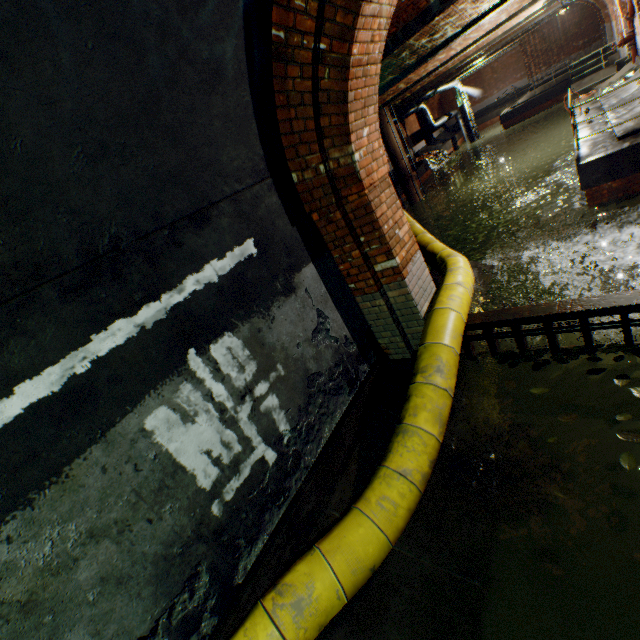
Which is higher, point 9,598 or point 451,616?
point 9,598

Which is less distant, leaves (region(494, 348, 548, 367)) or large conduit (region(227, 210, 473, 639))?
large conduit (region(227, 210, 473, 639))

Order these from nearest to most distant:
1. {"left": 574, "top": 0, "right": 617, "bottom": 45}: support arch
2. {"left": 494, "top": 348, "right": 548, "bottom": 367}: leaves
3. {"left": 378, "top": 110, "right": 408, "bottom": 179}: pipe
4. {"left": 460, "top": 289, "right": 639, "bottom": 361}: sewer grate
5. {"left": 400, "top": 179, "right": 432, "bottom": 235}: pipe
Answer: {"left": 460, "top": 289, "right": 639, "bottom": 361}: sewer grate
{"left": 494, "top": 348, "right": 548, "bottom": 367}: leaves
{"left": 574, "top": 0, "right": 617, "bottom": 45}: support arch
{"left": 378, "top": 110, "right": 408, "bottom": 179}: pipe
{"left": 400, "top": 179, "right": 432, "bottom": 235}: pipe

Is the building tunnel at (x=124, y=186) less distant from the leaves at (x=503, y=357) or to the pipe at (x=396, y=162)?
the leaves at (x=503, y=357)

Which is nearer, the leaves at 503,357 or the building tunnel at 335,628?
the building tunnel at 335,628

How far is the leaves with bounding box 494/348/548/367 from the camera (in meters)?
3.54

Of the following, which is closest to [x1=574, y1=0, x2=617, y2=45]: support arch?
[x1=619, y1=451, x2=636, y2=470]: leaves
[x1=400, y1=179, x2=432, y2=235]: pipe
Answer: [x1=400, y1=179, x2=432, y2=235]: pipe

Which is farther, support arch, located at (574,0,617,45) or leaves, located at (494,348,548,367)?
support arch, located at (574,0,617,45)
